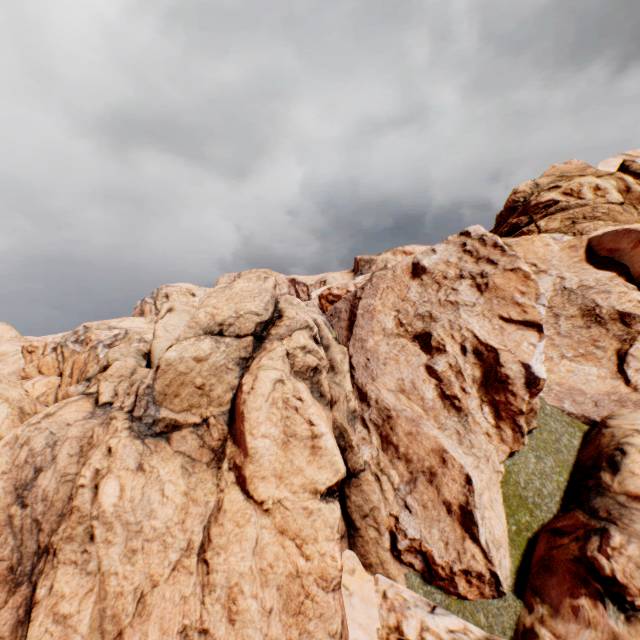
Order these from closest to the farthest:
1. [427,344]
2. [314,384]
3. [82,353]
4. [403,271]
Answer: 1. [314,384]
2. [427,344]
3. [403,271]
4. [82,353]
